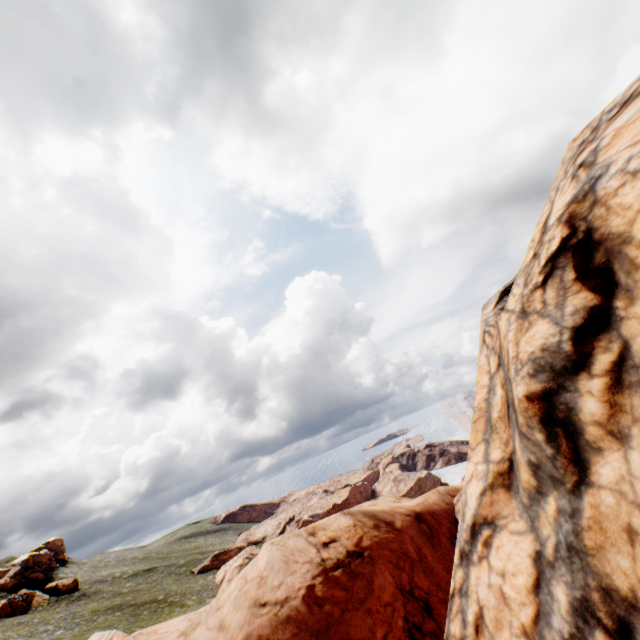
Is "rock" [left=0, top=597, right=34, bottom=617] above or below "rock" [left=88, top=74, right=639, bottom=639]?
below

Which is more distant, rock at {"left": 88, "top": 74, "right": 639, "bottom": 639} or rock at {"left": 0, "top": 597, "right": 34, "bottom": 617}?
rock at {"left": 0, "top": 597, "right": 34, "bottom": 617}

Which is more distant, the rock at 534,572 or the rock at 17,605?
the rock at 17,605

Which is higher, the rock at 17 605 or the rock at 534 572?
the rock at 534 572

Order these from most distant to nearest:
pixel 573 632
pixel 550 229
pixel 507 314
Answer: pixel 507 314
pixel 550 229
pixel 573 632
